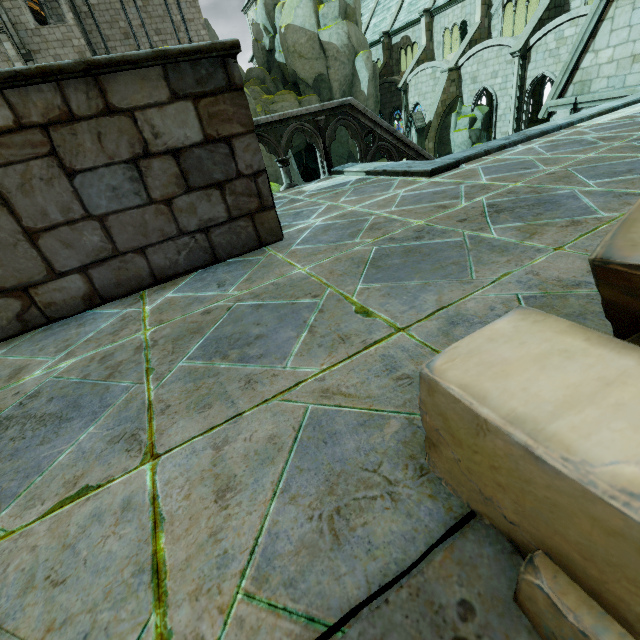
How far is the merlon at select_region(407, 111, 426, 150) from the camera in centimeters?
2636cm

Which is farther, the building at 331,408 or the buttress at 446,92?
the buttress at 446,92

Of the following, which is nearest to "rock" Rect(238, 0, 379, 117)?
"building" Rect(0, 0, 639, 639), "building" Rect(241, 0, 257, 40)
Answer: "building" Rect(0, 0, 639, 639)

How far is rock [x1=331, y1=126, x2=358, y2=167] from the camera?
32.8 meters

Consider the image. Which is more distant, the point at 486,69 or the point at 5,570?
the point at 486,69

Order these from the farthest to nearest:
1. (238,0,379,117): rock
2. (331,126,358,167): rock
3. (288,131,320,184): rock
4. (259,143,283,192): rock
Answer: (331,126,358,167): rock, (238,0,379,117): rock, (288,131,320,184): rock, (259,143,283,192): rock

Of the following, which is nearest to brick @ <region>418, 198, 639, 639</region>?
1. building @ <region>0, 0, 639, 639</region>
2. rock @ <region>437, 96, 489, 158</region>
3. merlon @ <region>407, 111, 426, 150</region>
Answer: building @ <region>0, 0, 639, 639</region>

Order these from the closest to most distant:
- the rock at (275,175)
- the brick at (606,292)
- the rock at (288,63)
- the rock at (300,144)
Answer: the brick at (606,292) → the rock at (275,175) → the rock at (300,144) → the rock at (288,63)
